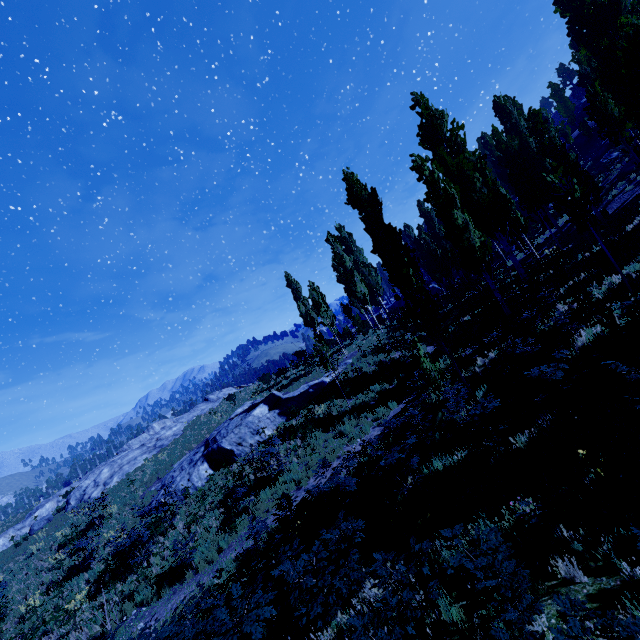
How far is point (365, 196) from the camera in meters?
18.9

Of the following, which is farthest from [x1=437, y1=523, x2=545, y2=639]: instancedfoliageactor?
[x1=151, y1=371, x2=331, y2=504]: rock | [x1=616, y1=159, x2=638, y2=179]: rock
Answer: [x1=151, y1=371, x2=331, y2=504]: rock

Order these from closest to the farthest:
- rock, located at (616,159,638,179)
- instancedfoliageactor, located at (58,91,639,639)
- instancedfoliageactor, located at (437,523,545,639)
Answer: instancedfoliageactor, located at (437,523,545,639)
instancedfoliageactor, located at (58,91,639,639)
rock, located at (616,159,638,179)

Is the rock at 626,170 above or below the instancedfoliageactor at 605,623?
above

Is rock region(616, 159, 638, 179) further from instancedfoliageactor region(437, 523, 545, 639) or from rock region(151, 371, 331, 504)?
rock region(151, 371, 331, 504)

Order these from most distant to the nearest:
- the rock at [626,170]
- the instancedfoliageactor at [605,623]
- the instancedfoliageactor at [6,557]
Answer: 1. the rock at [626,170]
2. the instancedfoliageactor at [6,557]
3. the instancedfoliageactor at [605,623]
